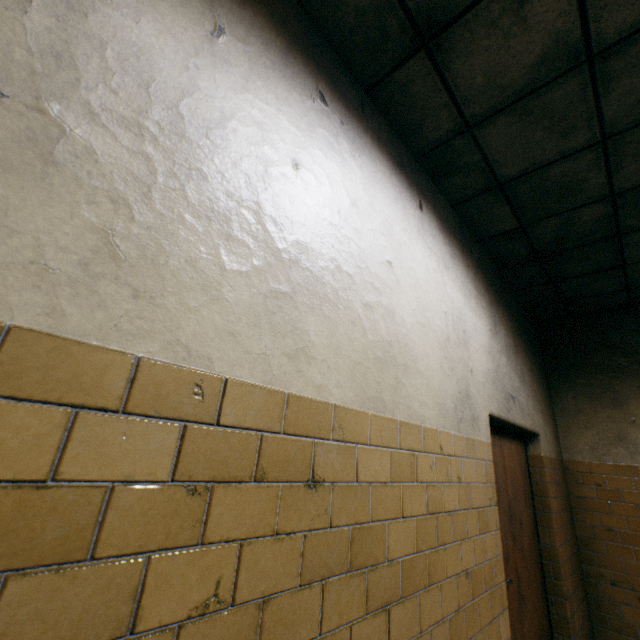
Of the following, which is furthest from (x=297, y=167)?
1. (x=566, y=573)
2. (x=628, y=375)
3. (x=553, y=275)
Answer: (x=628, y=375)
